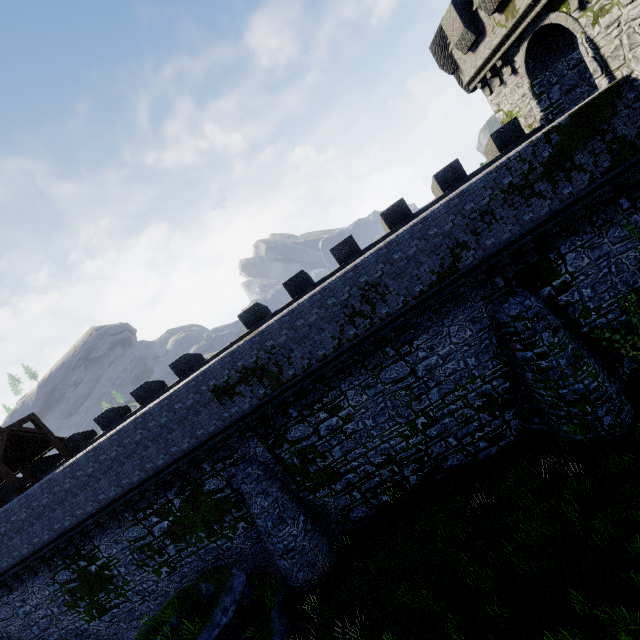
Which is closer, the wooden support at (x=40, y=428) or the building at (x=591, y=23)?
the building at (x=591, y=23)

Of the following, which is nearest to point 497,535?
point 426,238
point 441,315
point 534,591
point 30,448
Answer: point 534,591

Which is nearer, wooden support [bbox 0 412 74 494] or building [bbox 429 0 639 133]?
building [bbox 429 0 639 133]
